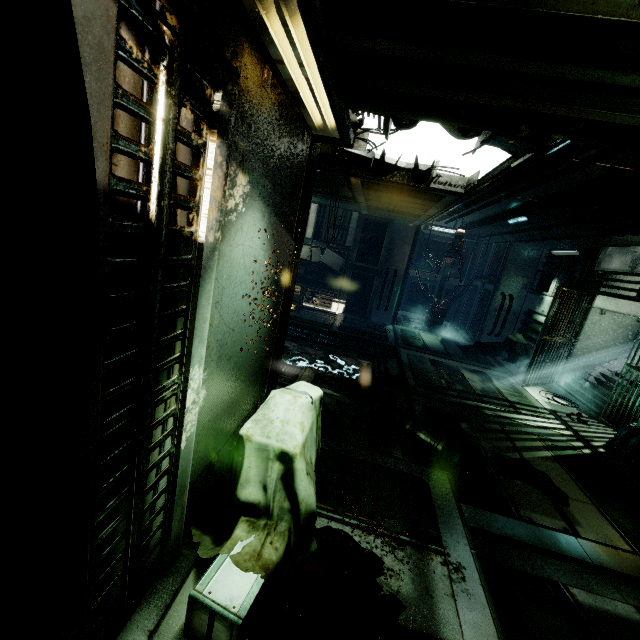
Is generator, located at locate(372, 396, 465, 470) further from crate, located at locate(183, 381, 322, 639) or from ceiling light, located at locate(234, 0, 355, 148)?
ceiling light, located at locate(234, 0, 355, 148)

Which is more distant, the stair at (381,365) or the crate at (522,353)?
the crate at (522,353)

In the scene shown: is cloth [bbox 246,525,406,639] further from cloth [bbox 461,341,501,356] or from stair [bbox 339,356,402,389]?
cloth [bbox 461,341,501,356]

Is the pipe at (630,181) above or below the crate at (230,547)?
above

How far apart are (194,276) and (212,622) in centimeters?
177cm

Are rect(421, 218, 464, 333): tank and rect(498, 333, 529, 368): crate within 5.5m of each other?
yes

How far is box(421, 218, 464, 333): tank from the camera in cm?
1400

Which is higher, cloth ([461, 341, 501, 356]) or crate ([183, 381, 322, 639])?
crate ([183, 381, 322, 639])
